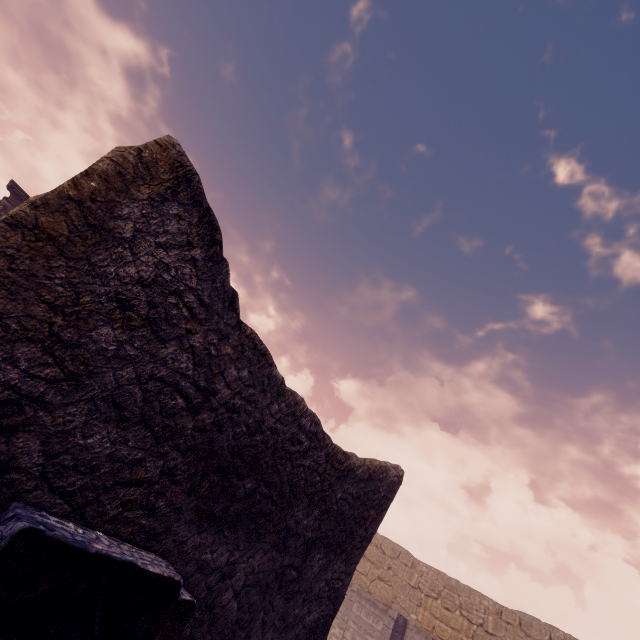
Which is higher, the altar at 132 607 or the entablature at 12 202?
the entablature at 12 202

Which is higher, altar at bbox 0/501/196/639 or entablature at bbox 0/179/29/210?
entablature at bbox 0/179/29/210

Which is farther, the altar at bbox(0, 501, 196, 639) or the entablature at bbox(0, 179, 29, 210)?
the entablature at bbox(0, 179, 29, 210)

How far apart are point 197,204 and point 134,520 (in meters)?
2.08

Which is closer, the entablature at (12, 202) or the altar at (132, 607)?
the altar at (132, 607)
